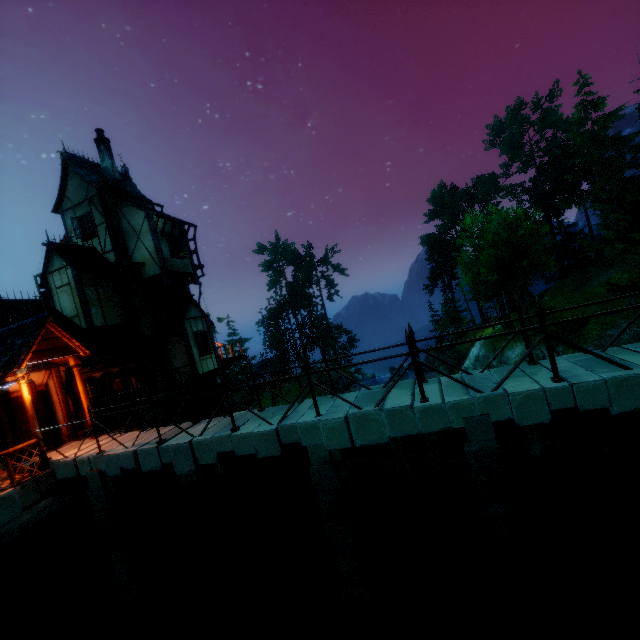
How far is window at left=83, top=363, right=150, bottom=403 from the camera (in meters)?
12.66

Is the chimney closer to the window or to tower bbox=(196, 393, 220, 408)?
tower bbox=(196, 393, 220, 408)

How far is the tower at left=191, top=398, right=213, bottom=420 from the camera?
17.70m

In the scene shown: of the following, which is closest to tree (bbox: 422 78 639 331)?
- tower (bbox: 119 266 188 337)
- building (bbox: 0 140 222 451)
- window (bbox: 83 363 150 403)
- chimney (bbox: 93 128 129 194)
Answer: building (bbox: 0 140 222 451)

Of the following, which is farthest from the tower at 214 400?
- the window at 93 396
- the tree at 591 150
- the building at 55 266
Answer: the tree at 591 150

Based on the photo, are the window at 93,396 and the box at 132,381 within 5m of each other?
yes

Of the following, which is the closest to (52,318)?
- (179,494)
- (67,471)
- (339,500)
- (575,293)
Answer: (67,471)

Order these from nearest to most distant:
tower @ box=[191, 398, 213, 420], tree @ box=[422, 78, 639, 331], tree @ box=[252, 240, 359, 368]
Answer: tower @ box=[191, 398, 213, 420]
tree @ box=[422, 78, 639, 331]
tree @ box=[252, 240, 359, 368]
